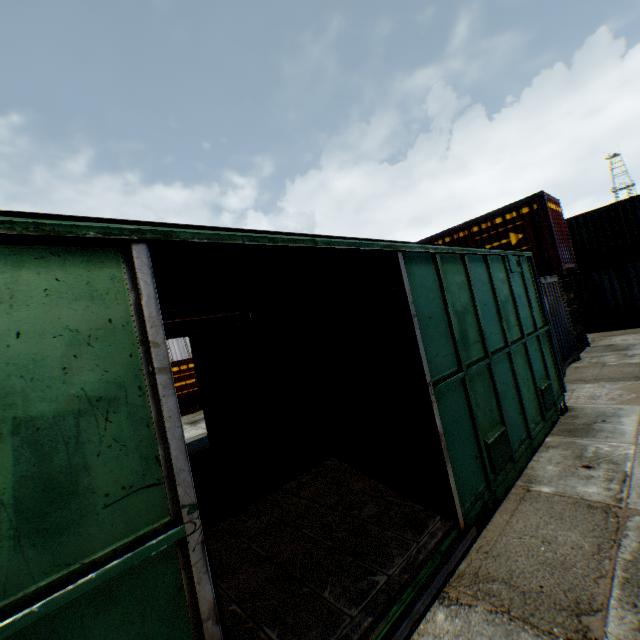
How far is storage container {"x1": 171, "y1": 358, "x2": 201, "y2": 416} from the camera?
17.3 meters

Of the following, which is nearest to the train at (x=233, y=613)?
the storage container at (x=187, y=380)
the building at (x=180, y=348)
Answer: the storage container at (x=187, y=380)

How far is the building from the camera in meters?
27.5 m

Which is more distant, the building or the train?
the building

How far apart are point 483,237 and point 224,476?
12.4 meters

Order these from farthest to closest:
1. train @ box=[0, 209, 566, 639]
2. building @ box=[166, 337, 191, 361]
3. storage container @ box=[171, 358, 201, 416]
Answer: building @ box=[166, 337, 191, 361] < storage container @ box=[171, 358, 201, 416] < train @ box=[0, 209, 566, 639]

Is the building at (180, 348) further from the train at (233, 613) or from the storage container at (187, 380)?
the train at (233, 613)

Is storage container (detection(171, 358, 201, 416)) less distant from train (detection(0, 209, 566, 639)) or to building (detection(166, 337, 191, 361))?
train (detection(0, 209, 566, 639))
